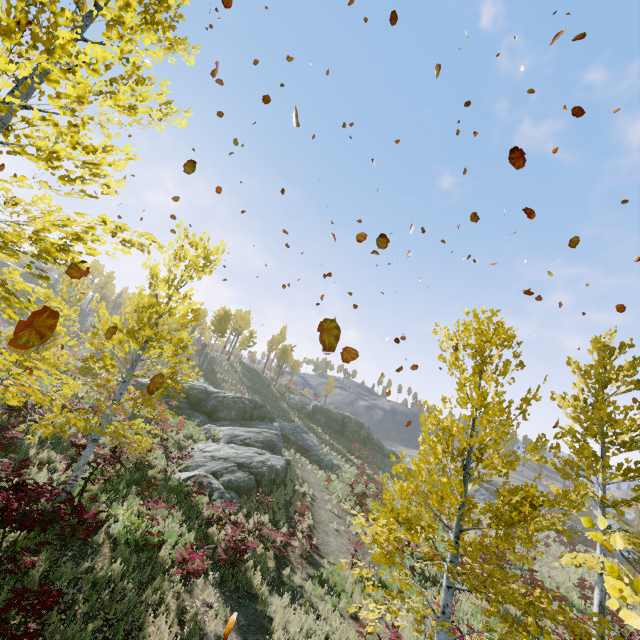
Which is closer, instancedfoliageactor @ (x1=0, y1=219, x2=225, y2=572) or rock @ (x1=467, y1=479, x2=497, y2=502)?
instancedfoliageactor @ (x1=0, y1=219, x2=225, y2=572)

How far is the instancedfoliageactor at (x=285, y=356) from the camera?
52.2 meters

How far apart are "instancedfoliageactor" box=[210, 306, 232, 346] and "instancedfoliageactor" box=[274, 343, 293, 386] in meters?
10.1 m

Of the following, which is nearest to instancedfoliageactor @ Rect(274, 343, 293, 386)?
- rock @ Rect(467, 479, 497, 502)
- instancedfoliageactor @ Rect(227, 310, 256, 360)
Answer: instancedfoliageactor @ Rect(227, 310, 256, 360)

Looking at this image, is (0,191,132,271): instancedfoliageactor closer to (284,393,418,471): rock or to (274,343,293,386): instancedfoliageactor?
(284,393,418,471): rock

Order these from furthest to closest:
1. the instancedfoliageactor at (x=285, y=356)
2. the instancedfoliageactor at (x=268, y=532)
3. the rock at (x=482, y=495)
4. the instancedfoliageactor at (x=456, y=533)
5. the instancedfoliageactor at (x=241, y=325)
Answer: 1. the instancedfoliageactor at (x=241, y=325)
2. the instancedfoliageactor at (x=285, y=356)
3. the rock at (x=482, y=495)
4. the instancedfoliageactor at (x=268, y=532)
5. the instancedfoliageactor at (x=456, y=533)

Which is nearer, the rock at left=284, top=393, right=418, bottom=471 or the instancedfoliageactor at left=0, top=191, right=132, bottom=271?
the instancedfoliageactor at left=0, top=191, right=132, bottom=271

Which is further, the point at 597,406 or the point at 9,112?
the point at 597,406
